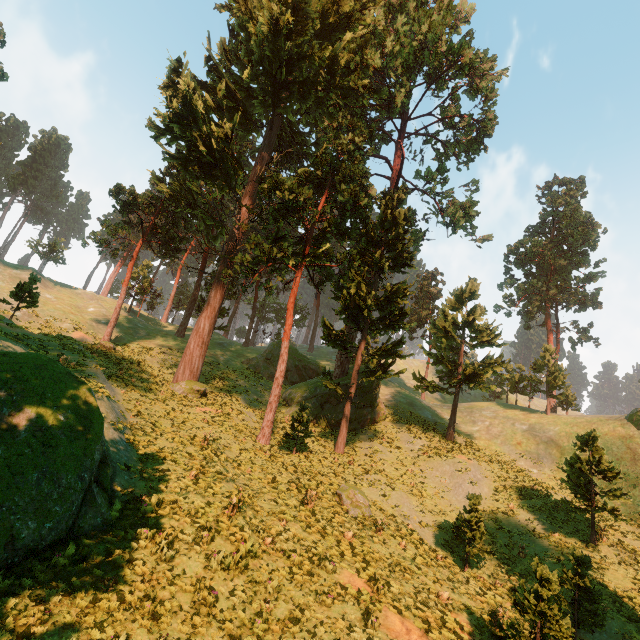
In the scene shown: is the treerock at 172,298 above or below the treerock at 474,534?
above

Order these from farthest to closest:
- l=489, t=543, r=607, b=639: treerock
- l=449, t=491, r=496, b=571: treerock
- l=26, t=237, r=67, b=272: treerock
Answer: l=26, t=237, r=67, b=272: treerock, l=449, t=491, r=496, b=571: treerock, l=489, t=543, r=607, b=639: treerock

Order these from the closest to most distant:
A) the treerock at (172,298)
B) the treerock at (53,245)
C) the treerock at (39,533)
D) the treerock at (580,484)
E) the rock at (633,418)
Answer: the treerock at (39,533), the treerock at (580,484), the rock at (633,418), the treerock at (53,245), the treerock at (172,298)

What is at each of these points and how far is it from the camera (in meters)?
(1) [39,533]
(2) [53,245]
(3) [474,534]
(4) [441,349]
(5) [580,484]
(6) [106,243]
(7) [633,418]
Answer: (1) treerock, 8.25
(2) treerock, 52.06
(3) treerock, 15.84
(4) treerock, 33.94
(5) treerock, 19.66
(6) treerock, 31.72
(7) rock, 31.03

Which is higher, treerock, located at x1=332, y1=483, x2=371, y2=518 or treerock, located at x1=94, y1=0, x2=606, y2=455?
treerock, located at x1=94, y1=0, x2=606, y2=455

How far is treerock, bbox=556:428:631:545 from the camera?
18.1m

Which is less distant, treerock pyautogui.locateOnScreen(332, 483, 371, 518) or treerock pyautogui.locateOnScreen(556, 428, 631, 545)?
treerock pyautogui.locateOnScreen(332, 483, 371, 518)
